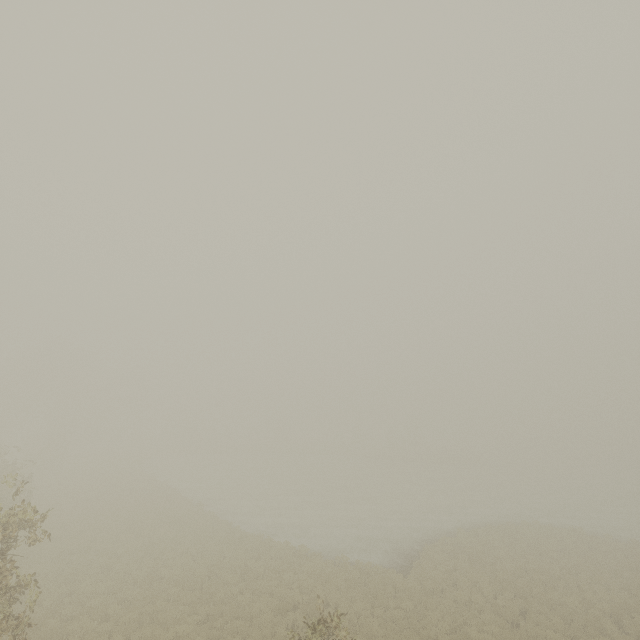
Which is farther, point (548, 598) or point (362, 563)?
point (362, 563)
